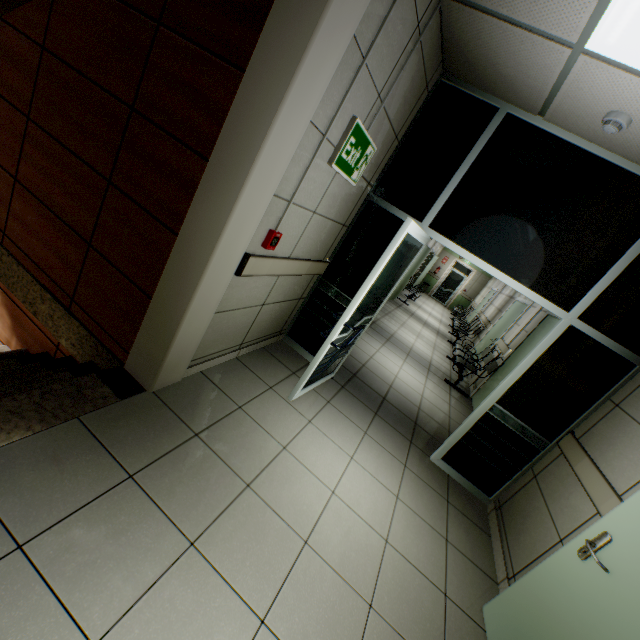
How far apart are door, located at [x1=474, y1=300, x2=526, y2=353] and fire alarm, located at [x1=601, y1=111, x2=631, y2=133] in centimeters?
566cm

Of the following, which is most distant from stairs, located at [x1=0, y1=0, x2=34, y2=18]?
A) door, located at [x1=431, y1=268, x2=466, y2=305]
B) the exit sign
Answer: door, located at [x1=431, y1=268, x2=466, y2=305]

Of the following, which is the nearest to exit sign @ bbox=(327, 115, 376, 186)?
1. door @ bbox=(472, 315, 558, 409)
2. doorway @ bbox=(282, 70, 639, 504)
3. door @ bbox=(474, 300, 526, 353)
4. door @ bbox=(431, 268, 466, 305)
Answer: doorway @ bbox=(282, 70, 639, 504)

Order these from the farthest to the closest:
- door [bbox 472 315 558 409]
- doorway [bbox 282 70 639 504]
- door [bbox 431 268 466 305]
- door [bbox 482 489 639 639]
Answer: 1. door [bbox 431 268 466 305]
2. door [bbox 472 315 558 409]
3. doorway [bbox 282 70 639 504]
4. door [bbox 482 489 639 639]

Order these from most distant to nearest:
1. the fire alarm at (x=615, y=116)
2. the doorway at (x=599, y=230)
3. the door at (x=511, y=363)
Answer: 1. the door at (x=511, y=363)
2. the doorway at (x=599, y=230)
3. the fire alarm at (x=615, y=116)

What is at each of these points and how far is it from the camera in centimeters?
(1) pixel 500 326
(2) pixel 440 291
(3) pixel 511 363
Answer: (1) door, 816cm
(2) door, 1848cm
(3) door, 569cm

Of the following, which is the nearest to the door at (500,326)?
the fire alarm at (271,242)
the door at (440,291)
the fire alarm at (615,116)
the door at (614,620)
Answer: the fire alarm at (615,116)

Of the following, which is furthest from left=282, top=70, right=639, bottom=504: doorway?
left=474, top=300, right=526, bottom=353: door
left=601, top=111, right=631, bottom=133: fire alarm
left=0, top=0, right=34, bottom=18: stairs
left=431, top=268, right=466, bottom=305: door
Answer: left=431, top=268, right=466, bottom=305: door
